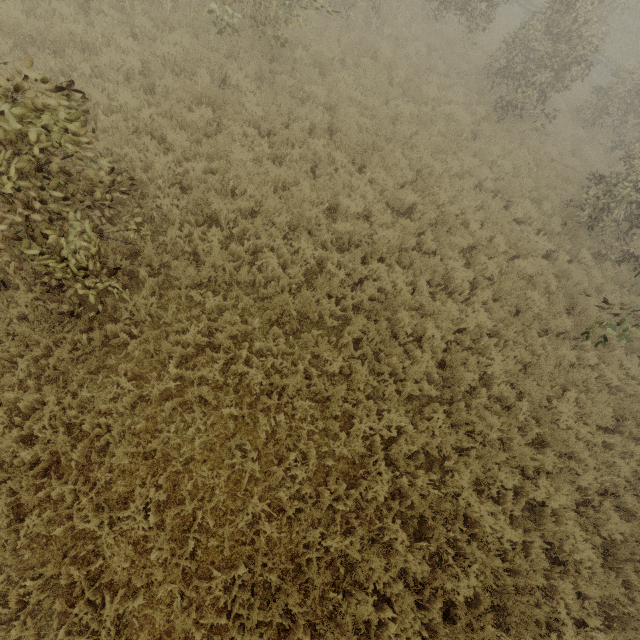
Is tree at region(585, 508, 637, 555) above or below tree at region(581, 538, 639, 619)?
above

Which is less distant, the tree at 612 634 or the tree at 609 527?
the tree at 612 634

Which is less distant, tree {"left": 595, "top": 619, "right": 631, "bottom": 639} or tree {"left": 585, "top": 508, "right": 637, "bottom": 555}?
tree {"left": 595, "top": 619, "right": 631, "bottom": 639}

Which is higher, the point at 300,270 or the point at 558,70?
the point at 558,70

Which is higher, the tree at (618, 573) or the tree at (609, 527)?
the tree at (609, 527)
